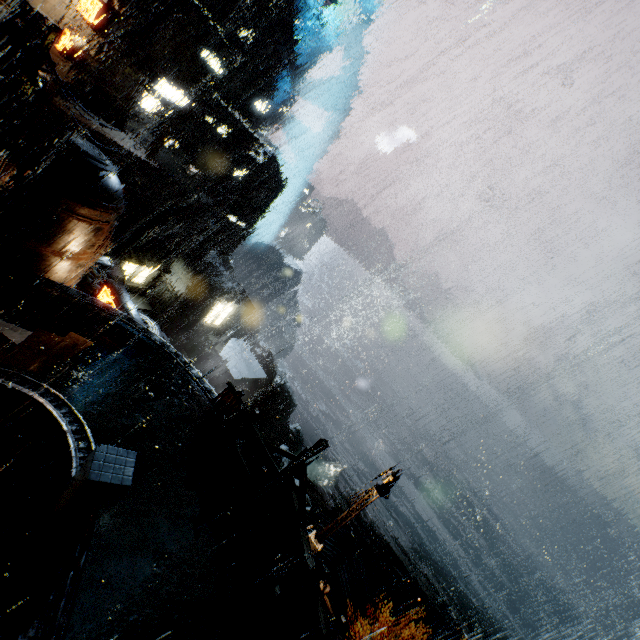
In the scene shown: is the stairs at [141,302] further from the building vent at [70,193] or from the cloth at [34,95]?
the building vent at [70,193]

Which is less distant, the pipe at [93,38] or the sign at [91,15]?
the sign at [91,15]

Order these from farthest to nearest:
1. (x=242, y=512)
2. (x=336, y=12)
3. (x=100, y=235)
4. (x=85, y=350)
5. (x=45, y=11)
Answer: → (x=336, y=12), (x=45, y=11), (x=100, y=235), (x=85, y=350), (x=242, y=512)

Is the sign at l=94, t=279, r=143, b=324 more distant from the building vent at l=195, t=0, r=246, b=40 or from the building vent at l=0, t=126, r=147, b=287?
the building vent at l=195, t=0, r=246, b=40

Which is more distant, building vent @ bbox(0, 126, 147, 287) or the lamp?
building vent @ bbox(0, 126, 147, 287)

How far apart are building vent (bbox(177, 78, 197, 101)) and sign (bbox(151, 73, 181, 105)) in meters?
9.6 m

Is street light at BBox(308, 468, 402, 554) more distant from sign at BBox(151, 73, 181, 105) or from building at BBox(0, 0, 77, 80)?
sign at BBox(151, 73, 181, 105)

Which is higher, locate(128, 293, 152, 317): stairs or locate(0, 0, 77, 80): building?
locate(0, 0, 77, 80): building
